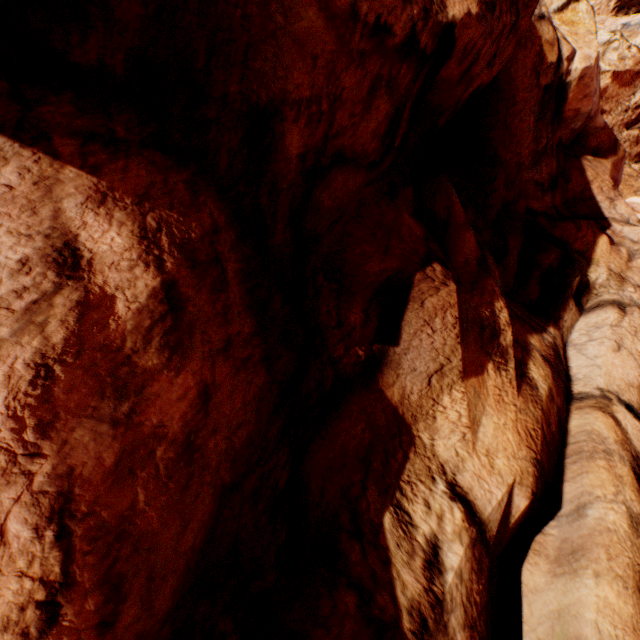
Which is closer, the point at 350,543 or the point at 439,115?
the point at 350,543
